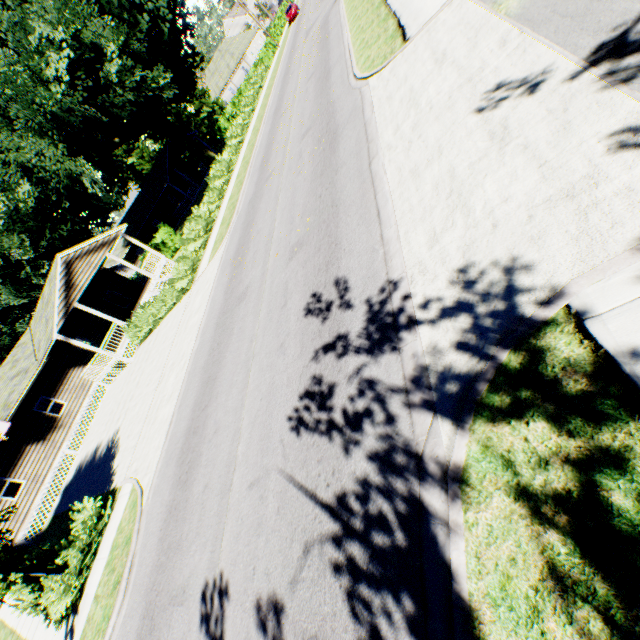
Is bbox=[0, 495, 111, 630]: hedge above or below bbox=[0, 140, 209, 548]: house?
below

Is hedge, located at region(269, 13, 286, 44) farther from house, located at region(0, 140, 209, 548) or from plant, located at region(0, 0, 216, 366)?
house, located at region(0, 140, 209, 548)

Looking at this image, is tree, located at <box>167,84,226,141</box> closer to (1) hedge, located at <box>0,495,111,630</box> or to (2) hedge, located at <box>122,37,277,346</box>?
(2) hedge, located at <box>122,37,277,346</box>

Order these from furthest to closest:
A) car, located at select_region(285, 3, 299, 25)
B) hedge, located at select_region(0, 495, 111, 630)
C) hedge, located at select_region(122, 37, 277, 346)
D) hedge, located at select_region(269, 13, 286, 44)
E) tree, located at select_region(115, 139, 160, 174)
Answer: tree, located at select_region(115, 139, 160, 174) < hedge, located at select_region(269, 13, 286, 44) < car, located at select_region(285, 3, 299, 25) < hedge, located at select_region(122, 37, 277, 346) < hedge, located at select_region(0, 495, 111, 630)

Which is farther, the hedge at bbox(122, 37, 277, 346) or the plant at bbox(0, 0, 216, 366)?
the plant at bbox(0, 0, 216, 366)

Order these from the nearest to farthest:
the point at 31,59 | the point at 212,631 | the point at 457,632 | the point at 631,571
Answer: the point at 631,571 → the point at 457,632 → the point at 212,631 → the point at 31,59

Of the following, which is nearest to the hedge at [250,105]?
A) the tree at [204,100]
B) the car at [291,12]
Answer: the tree at [204,100]

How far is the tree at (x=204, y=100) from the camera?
48.6 meters
